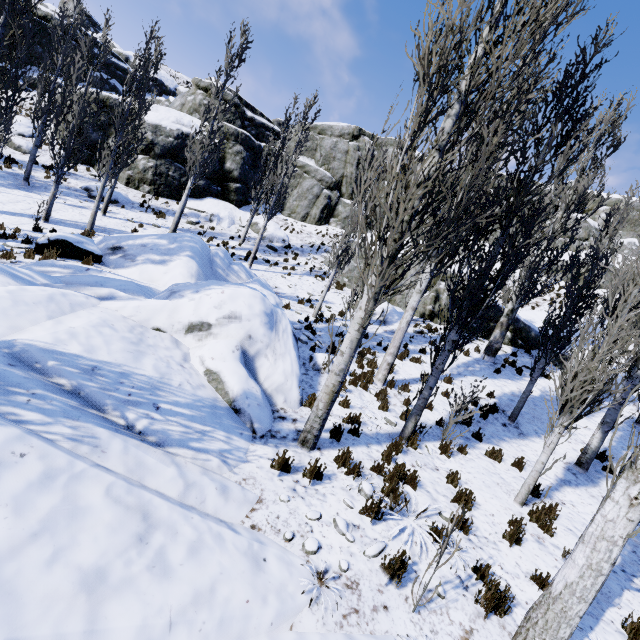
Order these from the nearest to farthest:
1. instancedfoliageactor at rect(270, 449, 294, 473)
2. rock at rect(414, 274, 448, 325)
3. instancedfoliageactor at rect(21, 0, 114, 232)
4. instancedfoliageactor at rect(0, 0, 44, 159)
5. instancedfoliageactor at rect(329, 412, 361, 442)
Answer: instancedfoliageactor at rect(270, 449, 294, 473)
instancedfoliageactor at rect(329, 412, 361, 442)
instancedfoliageactor at rect(0, 0, 44, 159)
instancedfoliageactor at rect(21, 0, 114, 232)
rock at rect(414, 274, 448, 325)

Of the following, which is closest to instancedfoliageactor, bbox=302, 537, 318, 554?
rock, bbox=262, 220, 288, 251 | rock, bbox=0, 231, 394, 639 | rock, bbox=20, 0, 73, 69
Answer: rock, bbox=0, 231, 394, 639

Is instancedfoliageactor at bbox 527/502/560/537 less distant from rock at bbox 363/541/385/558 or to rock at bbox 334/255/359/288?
rock at bbox 363/541/385/558

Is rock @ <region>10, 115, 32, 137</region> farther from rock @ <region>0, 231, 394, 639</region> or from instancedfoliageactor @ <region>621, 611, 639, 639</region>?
rock @ <region>0, 231, 394, 639</region>

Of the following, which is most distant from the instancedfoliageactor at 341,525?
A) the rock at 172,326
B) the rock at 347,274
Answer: the rock at 347,274

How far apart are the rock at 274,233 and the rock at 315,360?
16.1 meters

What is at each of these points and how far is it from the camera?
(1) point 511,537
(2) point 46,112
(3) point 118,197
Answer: (1) instancedfoliageactor, 5.5m
(2) instancedfoliageactor, 18.1m
(3) rock, 21.1m

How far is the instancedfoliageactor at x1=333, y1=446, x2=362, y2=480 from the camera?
5.7 meters
